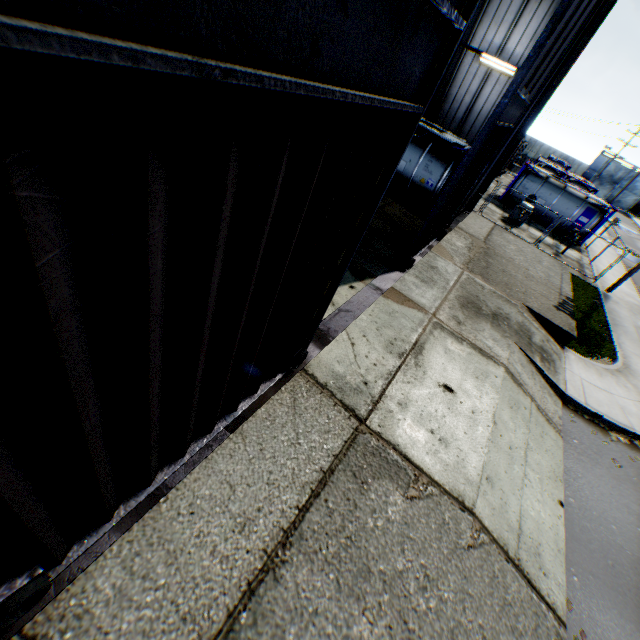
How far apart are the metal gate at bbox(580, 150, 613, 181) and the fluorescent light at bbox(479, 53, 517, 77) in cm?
6046

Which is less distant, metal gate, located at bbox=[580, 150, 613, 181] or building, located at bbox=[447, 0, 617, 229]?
building, located at bbox=[447, 0, 617, 229]

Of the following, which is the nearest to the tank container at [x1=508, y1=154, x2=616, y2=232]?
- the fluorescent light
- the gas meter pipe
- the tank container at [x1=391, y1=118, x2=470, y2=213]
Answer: the gas meter pipe

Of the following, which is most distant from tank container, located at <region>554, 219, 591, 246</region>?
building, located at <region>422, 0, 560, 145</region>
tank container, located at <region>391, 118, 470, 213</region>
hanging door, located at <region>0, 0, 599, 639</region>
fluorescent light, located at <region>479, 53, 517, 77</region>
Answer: hanging door, located at <region>0, 0, 599, 639</region>

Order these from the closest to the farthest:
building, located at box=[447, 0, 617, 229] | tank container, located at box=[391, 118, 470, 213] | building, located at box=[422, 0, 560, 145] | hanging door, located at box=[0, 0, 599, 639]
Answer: hanging door, located at box=[0, 0, 599, 639], building, located at box=[447, 0, 617, 229], building, located at box=[422, 0, 560, 145], tank container, located at box=[391, 118, 470, 213]

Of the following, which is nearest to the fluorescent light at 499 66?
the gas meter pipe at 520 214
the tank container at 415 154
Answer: the tank container at 415 154

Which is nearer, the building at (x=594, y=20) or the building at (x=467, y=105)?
the building at (x=594, y=20)

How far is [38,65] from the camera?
1.0m
